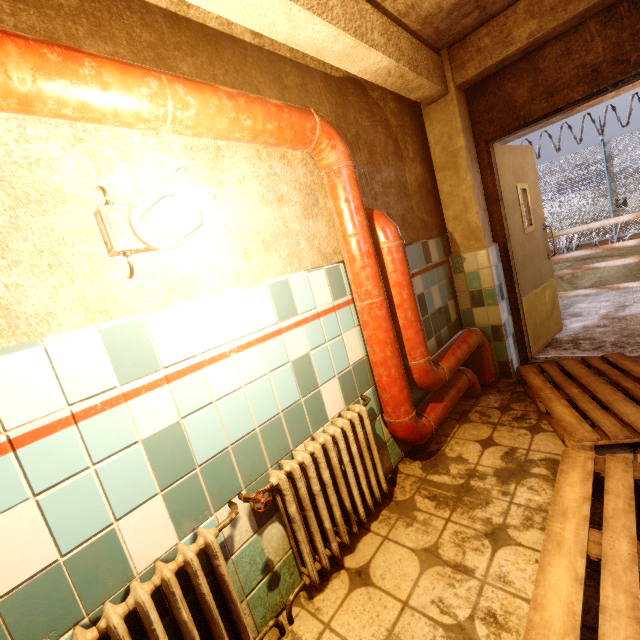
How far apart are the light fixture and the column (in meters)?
2.61

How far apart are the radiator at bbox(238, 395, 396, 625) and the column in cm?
175

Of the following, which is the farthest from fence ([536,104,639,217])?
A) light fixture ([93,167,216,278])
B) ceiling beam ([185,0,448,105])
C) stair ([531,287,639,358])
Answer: light fixture ([93,167,216,278])

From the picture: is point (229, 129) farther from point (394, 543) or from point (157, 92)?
point (394, 543)

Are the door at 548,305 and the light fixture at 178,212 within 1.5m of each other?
no

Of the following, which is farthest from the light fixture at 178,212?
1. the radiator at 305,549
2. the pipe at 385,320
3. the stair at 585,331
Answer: the stair at 585,331

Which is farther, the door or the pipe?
the door

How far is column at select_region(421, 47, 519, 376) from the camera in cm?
286
